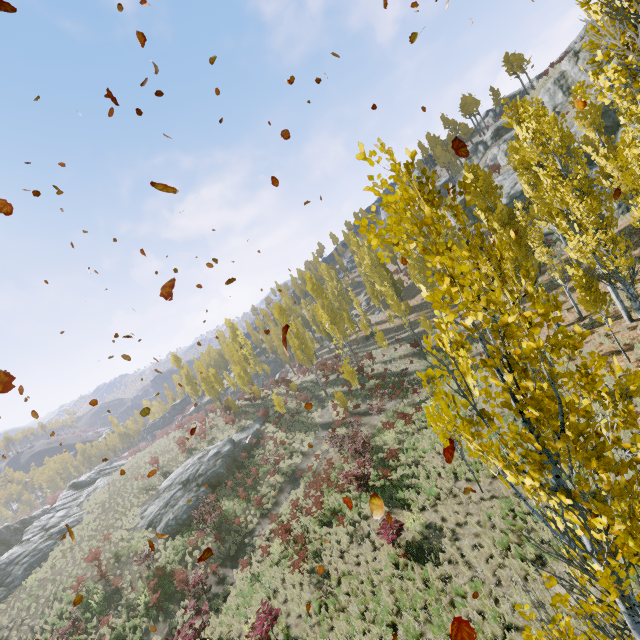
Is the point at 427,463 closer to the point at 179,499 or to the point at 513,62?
the point at 179,499

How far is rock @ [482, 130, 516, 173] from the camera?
54.2 meters

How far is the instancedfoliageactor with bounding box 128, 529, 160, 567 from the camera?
21.0 meters

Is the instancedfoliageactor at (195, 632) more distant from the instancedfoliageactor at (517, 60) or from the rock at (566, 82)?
the rock at (566, 82)

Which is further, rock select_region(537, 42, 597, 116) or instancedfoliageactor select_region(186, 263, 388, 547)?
rock select_region(537, 42, 597, 116)

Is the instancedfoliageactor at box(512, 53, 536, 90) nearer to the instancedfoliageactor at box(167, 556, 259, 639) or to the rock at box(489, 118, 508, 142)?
the instancedfoliageactor at box(167, 556, 259, 639)

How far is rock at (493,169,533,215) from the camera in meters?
34.2

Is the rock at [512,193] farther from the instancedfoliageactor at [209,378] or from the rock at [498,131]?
the rock at [498,131]
